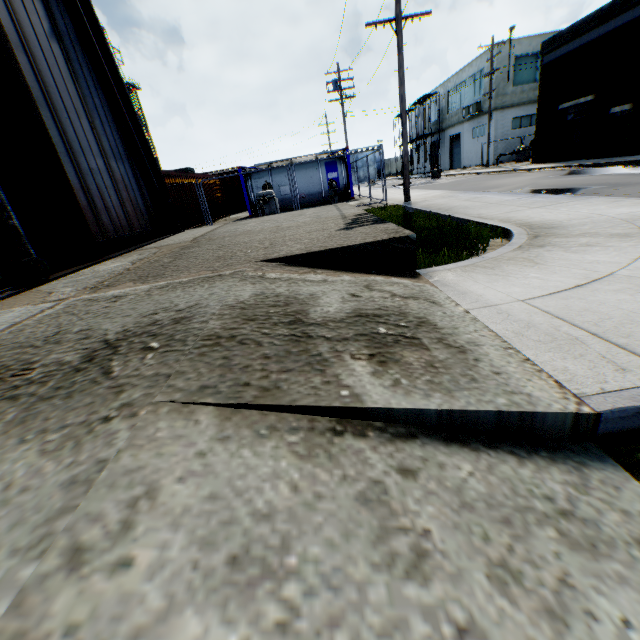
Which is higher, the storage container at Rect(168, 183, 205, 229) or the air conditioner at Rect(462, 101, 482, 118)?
the air conditioner at Rect(462, 101, 482, 118)

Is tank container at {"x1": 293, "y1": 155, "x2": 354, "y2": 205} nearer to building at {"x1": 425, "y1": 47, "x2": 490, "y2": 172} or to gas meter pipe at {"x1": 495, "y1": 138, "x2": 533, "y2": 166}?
gas meter pipe at {"x1": 495, "y1": 138, "x2": 533, "y2": 166}

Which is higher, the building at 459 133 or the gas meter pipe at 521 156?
the building at 459 133

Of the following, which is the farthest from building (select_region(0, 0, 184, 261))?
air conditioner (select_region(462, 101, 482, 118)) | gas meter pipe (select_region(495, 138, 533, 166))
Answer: air conditioner (select_region(462, 101, 482, 118))

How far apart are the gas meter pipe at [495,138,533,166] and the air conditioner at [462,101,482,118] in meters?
5.8 m

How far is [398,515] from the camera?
1.2 meters

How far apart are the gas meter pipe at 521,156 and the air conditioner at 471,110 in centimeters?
577cm

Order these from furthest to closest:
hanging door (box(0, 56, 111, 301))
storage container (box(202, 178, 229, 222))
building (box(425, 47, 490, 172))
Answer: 1. building (box(425, 47, 490, 172))
2. storage container (box(202, 178, 229, 222))
3. hanging door (box(0, 56, 111, 301))
